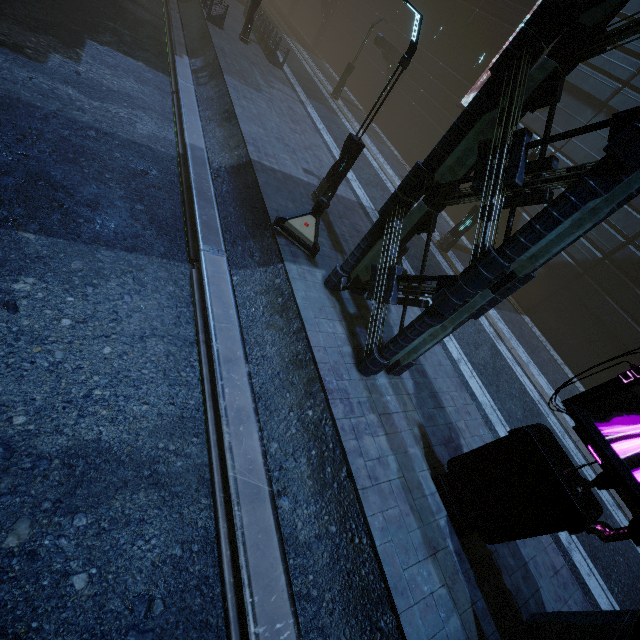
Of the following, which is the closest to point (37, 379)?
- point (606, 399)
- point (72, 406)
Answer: point (72, 406)

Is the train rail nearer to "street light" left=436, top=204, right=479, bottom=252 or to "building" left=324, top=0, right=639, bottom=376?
"building" left=324, top=0, right=639, bottom=376

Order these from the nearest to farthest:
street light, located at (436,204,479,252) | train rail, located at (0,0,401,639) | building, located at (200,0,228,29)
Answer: train rail, located at (0,0,401,639) < street light, located at (436,204,479,252) < building, located at (200,0,228,29)

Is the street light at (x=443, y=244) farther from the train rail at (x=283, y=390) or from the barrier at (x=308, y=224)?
the train rail at (x=283, y=390)

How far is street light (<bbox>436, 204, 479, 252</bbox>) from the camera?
14.7m

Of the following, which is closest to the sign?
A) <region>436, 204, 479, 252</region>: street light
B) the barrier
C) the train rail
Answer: the train rail

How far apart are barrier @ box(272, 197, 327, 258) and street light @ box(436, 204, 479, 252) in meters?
8.8

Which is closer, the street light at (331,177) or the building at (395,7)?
the street light at (331,177)
